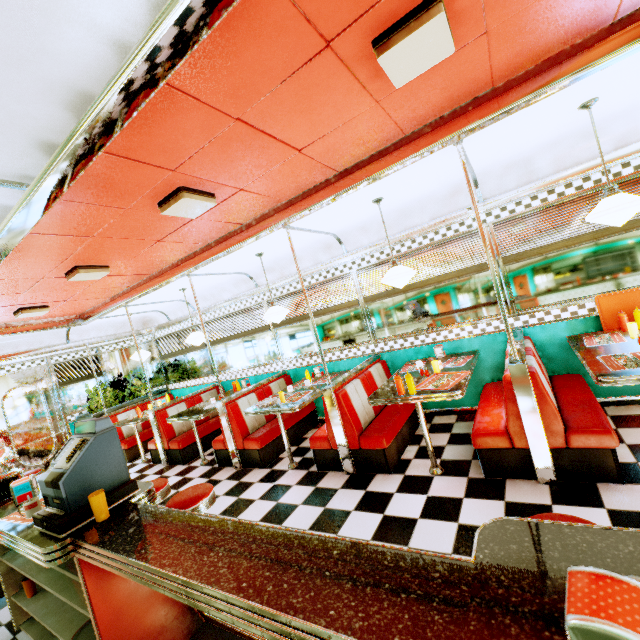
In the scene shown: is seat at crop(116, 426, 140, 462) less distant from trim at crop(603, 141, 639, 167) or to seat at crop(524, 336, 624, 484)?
trim at crop(603, 141, 639, 167)

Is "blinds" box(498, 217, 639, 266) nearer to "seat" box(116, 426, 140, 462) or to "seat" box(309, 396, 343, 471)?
"seat" box(309, 396, 343, 471)

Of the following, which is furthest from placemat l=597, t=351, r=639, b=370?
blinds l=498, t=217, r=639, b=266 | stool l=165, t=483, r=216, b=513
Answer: stool l=165, t=483, r=216, b=513

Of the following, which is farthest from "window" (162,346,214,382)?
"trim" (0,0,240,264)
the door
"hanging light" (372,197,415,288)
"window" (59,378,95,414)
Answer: the door

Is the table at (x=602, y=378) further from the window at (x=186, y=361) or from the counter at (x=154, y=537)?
the counter at (x=154, y=537)

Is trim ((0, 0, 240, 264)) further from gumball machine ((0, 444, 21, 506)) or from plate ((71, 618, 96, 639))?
plate ((71, 618, 96, 639))

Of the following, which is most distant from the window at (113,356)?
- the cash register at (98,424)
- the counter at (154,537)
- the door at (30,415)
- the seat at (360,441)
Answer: the cash register at (98,424)

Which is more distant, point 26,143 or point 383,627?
point 26,143
